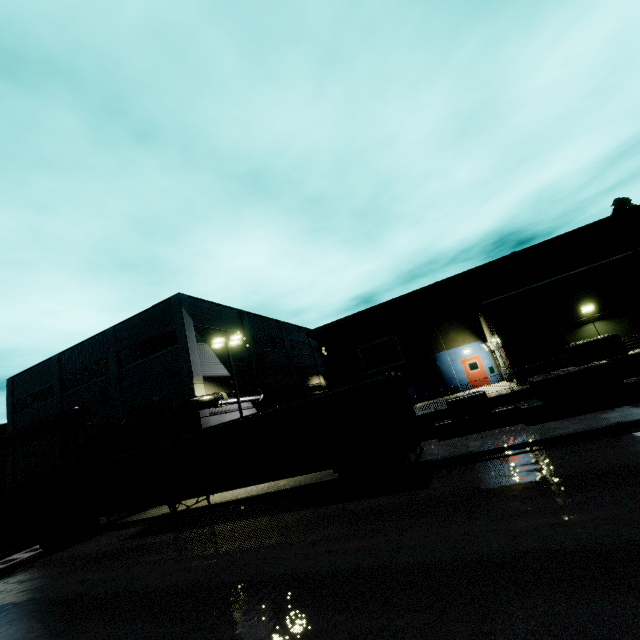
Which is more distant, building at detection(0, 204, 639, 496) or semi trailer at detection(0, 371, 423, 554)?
building at detection(0, 204, 639, 496)

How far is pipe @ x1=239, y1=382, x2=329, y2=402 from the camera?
27.10m

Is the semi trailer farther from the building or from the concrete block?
the concrete block

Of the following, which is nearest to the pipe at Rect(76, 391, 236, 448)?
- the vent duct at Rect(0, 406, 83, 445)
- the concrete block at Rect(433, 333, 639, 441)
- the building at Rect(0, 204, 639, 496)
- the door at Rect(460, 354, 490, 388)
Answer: the building at Rect(0, 204, 639, 496)

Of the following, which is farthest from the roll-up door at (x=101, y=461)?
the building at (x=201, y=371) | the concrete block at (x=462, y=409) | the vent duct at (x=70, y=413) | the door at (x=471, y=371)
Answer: the door at (x=471, y=371)

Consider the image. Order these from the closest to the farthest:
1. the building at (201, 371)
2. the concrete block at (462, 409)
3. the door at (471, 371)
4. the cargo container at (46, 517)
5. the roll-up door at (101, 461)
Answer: the concrete block at (462, 409) < the cargo container at (46, 517) < the building at (201, 371) < the door at (471, 371) < the roll-up door at (101, 461)

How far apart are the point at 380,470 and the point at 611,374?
10.6 meters
